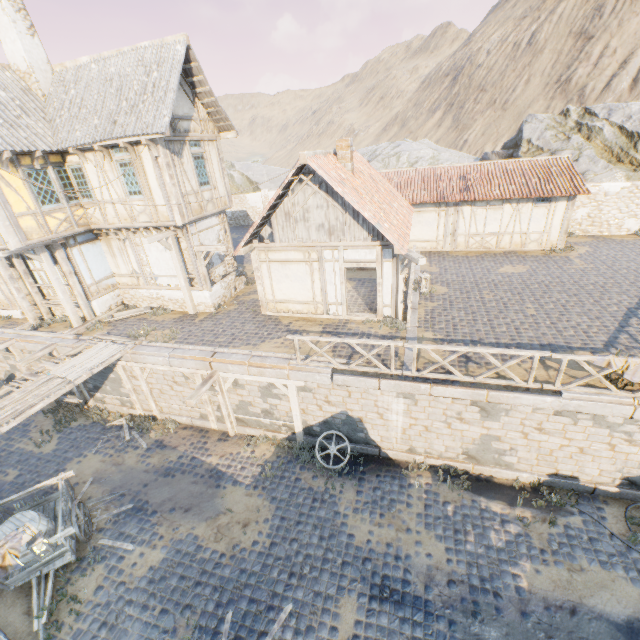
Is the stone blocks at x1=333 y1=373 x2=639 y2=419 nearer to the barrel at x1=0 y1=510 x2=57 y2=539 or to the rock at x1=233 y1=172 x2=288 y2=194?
the rock at x1=233 y1=172 x2=288 y2=194

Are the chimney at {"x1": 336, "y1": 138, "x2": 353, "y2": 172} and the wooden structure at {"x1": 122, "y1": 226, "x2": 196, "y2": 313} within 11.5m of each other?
yes

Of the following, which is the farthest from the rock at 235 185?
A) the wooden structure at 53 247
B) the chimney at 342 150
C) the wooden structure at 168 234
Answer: the wooden structure at 168 234

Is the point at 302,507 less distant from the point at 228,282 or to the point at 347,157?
the point at 228,282

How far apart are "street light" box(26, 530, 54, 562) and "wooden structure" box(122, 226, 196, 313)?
9.0 meters

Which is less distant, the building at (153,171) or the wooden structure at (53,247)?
the building at (153,171)

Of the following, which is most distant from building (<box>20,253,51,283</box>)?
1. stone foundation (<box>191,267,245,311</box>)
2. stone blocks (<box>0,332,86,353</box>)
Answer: stone blocks (<box>0,332,86,353</box>)

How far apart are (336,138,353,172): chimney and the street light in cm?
1346
